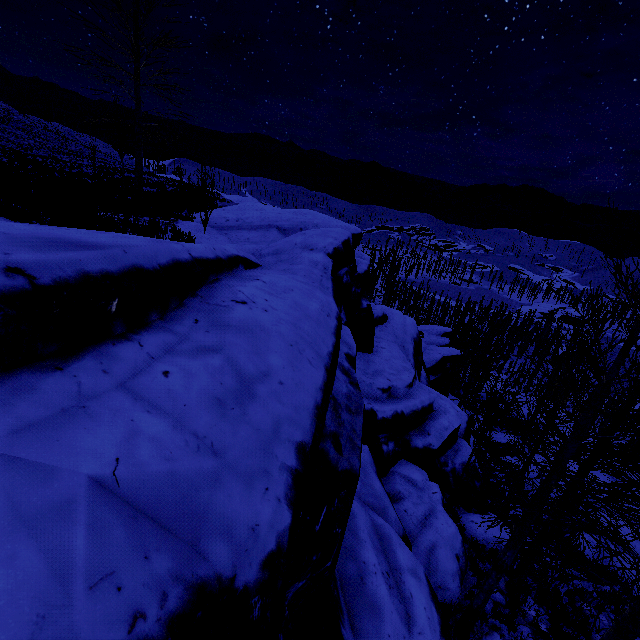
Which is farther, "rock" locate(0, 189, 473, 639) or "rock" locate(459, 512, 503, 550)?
"rock" locate(459, 512, 503, 550)

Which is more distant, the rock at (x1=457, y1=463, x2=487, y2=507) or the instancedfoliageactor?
the rock at (x1=457, y1=463, x2=487, y2=507)

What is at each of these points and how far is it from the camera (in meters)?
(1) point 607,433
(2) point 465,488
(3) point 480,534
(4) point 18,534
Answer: (1) instancedfoliageactor, 6.19
(2) rock, 11.09
(3) rock, 9.13
(4) rock, 0.96

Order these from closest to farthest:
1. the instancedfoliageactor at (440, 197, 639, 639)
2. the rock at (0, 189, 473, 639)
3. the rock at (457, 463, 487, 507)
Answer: the rock at (0, 189, 473, 639) < the instancedfoliageactor at (440, 197, 639, 639) < the rock at (457, 463, 487, 507)

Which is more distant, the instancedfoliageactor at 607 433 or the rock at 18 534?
the instancedfoliageactor at 607 433

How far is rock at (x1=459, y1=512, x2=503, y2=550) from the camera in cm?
903
